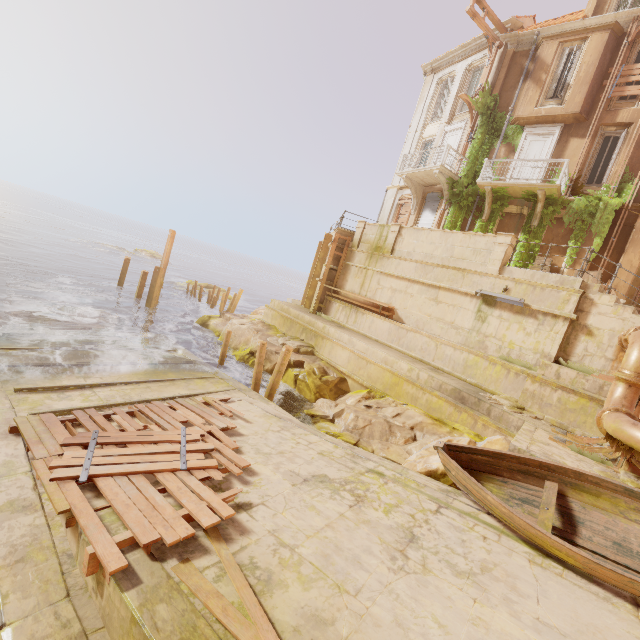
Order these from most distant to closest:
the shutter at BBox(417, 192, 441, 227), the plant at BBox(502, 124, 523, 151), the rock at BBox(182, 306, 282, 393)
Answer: the shutter at BBox(417, 192, 441, 227)
the plant at BBox(502, 124, 523, 151)
the rock at BBox(182, 306, 282, 393)

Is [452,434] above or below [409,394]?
below

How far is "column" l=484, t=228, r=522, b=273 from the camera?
11.9m

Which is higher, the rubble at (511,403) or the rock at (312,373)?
the rubble at (511,403)

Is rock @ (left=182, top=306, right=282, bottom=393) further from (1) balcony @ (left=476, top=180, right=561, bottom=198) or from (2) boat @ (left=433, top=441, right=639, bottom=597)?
(1) balcony @ (left=476, top=180, right=561, bottom=198)

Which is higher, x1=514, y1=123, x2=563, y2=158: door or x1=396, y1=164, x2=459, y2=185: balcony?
x1=514, y1=123, x2=563, y2=158: door

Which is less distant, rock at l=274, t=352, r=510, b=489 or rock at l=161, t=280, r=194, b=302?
rock at l=274, t=352, r=510, b=489

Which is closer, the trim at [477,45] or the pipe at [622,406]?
the pipe at [622,406]
